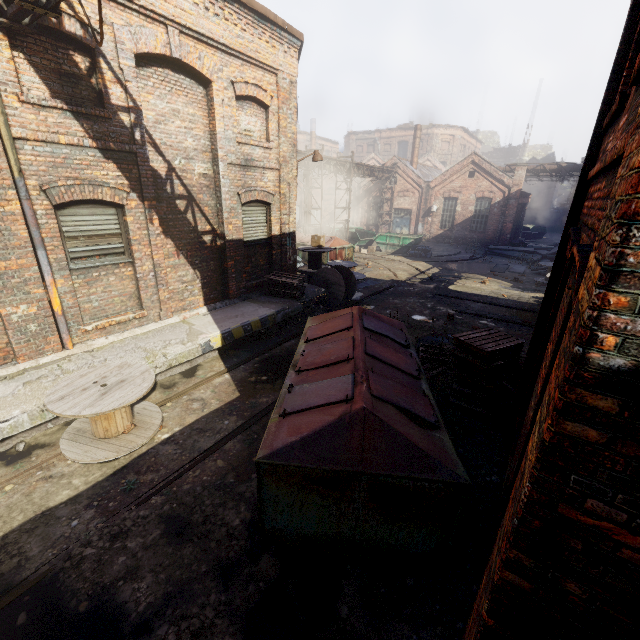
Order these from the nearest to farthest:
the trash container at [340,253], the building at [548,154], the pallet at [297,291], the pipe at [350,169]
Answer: the pallet at [297,291], the trash container at [340,253], the pipe at [350,169], the building at [548,154]

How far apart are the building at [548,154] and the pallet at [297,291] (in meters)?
54.93

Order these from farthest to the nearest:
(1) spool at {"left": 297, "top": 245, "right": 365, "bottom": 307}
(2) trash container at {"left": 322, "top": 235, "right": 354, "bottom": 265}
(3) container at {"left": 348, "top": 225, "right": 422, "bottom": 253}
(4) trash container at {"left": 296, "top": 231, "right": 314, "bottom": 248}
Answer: (3) container at {"left": 348, "top": 225, "right": 422, "bottom": 253}
(4) trash container at {"left": 296, "top": 231, "right": 314, "bottom": 248}
(2) trash container at {"left": 322, "top": 235, "right": 354, "bottom": 265}
(1) spool at {"left": 297, "top": 245, "right": 365, "bottom": 307}

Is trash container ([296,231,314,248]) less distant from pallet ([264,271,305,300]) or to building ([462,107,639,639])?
pallet ([264,271,305,300])

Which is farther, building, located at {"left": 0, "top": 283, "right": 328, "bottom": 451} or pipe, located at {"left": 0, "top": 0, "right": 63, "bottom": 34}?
building, located at {"left": 0, "top": 283, "right": 328, "bottom": 451}

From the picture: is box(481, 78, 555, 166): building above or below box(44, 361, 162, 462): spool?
above

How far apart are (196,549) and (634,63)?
7.67m

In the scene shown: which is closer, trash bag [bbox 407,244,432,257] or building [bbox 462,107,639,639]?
building [bbox 462,107,639,639]
